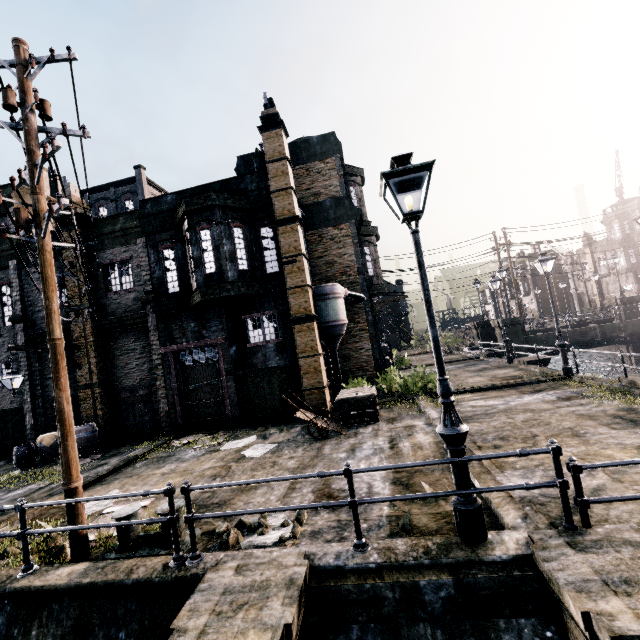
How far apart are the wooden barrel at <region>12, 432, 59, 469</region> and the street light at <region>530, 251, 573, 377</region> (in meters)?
23.49

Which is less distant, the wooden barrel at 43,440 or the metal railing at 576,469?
the metal railing at 576,469

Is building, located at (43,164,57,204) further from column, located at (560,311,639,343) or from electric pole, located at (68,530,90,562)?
column, located at (560,311,639,343)

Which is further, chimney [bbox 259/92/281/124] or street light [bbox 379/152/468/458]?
chimney [bbox 259/92/281/124]

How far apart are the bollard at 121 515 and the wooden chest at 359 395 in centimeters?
670cm

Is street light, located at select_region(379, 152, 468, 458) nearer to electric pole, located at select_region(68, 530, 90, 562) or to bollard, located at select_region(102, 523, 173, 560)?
bollard, located at select_region(102, 523, 173, 560)

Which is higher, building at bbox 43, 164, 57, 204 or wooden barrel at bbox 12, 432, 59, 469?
building at bbox 43, 164, 57, 204

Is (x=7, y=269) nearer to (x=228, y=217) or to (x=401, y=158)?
(x=228, y=217)
